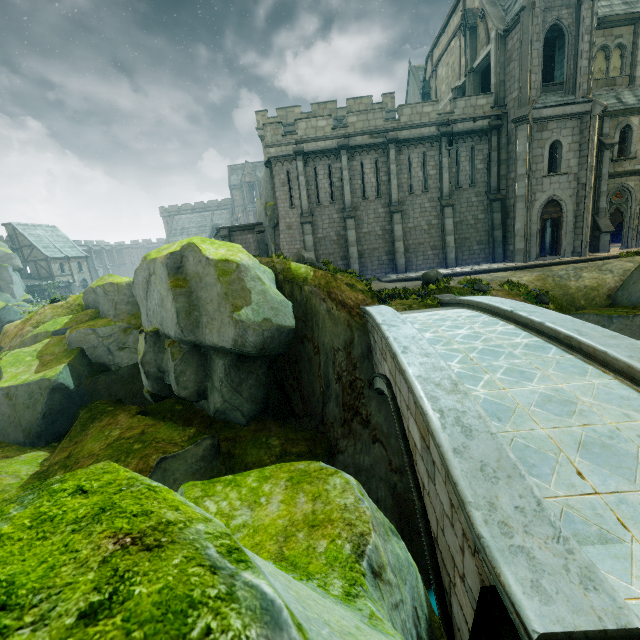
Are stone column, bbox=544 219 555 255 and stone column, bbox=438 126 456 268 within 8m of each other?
yes

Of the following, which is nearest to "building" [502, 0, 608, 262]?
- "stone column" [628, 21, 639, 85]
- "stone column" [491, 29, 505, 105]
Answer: "stone column" [491, 29, 505, 105]

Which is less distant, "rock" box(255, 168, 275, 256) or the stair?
the stair

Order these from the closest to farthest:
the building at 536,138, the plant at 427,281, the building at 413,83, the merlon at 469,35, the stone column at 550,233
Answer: the plant at 427,281 < the building at 536,138 < the stone column at 550,233 < the merlon at 469,35 < the building at 413,83

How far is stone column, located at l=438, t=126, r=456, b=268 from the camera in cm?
2112

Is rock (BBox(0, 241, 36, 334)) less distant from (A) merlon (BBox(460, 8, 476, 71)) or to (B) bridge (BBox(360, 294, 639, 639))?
(B) bridge (BBox(360, 294, 639, 639))

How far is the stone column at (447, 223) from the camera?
21.12m

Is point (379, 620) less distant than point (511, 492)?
Yes
